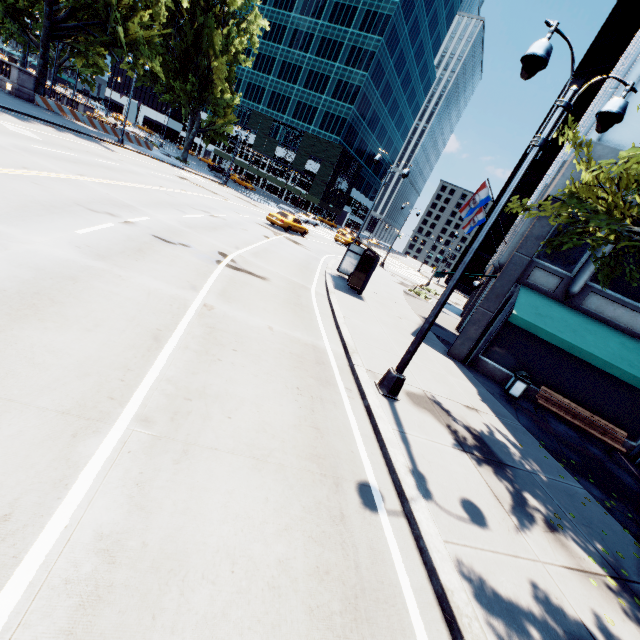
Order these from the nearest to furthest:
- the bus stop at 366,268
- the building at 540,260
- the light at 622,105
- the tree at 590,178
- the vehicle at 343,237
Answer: the light at 622,105, the tree at 590,178, the building at 540,260, the bus stop at 366,268, the vehicle at 343,237

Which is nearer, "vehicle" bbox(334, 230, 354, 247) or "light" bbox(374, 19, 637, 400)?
"light" bbox(374, 19, 637, 400)

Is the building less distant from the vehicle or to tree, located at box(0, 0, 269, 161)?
tree, located at box(0, 0, 269, 161)

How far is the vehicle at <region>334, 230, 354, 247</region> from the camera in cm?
4031

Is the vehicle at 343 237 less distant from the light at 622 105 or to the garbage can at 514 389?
the garbage can at 514 389

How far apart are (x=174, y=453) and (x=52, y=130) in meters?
28.1

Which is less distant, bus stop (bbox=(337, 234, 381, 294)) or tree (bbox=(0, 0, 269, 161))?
bus stop (bbox=(337, 234, 381, 294))

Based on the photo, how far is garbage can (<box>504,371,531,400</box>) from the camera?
11.99m
